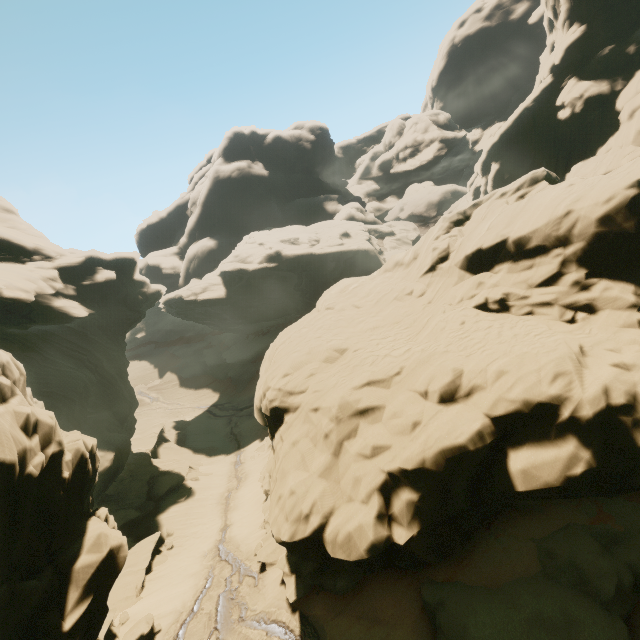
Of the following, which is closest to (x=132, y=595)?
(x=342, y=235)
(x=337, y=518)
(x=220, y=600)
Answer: (x=220, y=600)

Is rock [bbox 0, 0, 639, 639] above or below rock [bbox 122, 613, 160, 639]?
above

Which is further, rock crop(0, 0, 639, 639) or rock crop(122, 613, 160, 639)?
rock crop(122, 613, 160, 639)

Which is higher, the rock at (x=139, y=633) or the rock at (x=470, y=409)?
the rock at (x=470, y=409)

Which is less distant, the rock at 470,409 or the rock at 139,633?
the rock at 470,409
